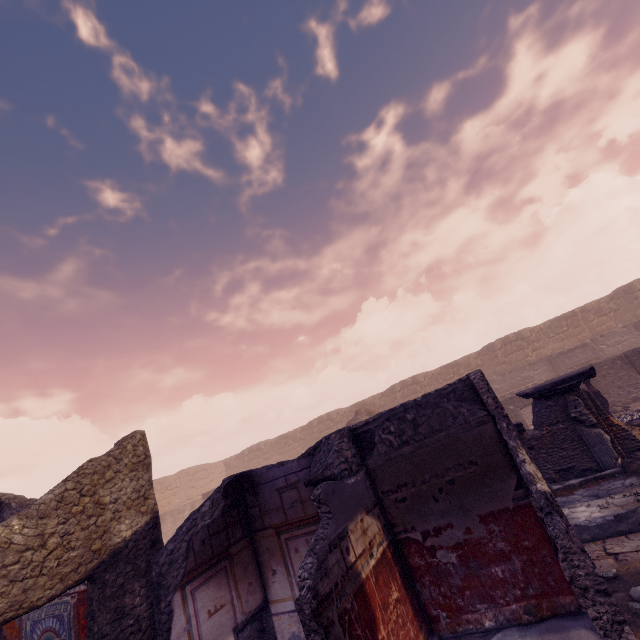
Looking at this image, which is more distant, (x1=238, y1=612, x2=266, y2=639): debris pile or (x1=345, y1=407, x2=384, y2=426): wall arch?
(x1=345, y1=407, x2=384, y2=426): wall arch

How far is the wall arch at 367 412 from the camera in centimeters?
1716cm

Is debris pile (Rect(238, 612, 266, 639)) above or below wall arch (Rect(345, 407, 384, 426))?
below

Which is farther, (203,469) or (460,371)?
(203,469)

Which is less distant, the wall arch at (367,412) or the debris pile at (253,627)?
the debris pile at (253,627)

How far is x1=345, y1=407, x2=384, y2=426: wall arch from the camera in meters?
17.2
